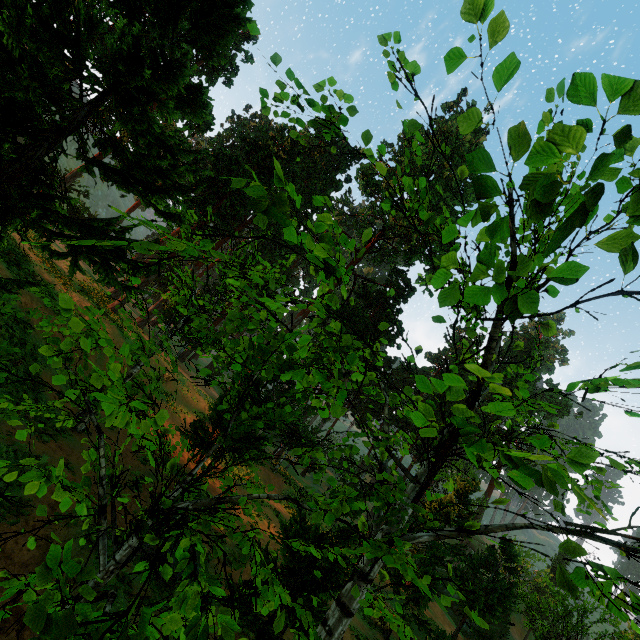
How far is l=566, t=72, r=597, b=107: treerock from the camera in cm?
241

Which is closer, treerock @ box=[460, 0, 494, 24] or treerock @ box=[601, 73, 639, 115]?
treerock @ box=[601, 73, 639, 115]

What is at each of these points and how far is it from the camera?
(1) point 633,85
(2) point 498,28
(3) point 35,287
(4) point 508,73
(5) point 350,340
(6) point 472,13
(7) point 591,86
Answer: (1) treerock, 2.2 meters
(2) treerock, 2.9 meters
(3) treerock, 4.2 meters
(4) treerock, 3.0 meters
(5) treerock, 5.5 meters
(6) treerock, 3.0 meters
(7) treerock, 2.4 meters

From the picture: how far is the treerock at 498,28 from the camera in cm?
287

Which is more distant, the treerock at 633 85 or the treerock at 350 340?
the treerock at 350 340

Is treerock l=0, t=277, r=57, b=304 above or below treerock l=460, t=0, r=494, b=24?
below
